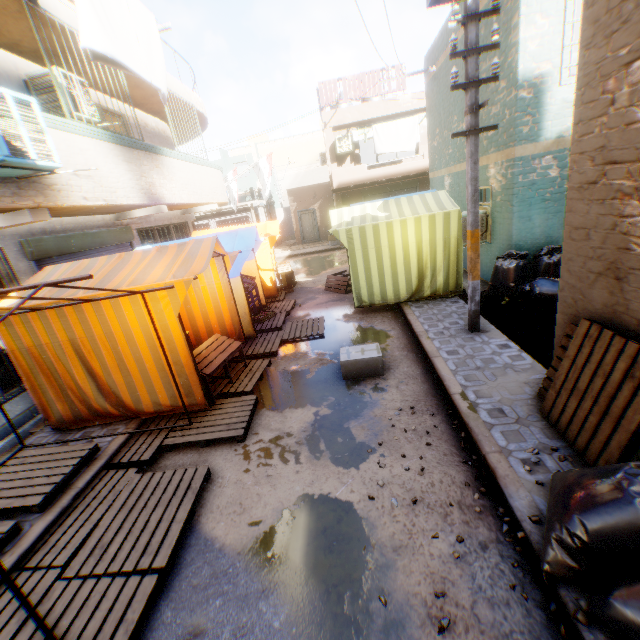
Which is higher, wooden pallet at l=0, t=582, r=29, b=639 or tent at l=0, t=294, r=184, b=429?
tent at l=0, t=294, r=184, b=429

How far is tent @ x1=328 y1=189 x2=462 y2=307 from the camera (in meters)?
7.64

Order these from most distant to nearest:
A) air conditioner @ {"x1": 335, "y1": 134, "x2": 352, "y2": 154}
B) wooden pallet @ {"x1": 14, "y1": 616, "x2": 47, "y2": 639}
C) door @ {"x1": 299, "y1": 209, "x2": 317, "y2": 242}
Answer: door @ {"x1": 299, "y1": 209, "x2": 317, "y2": 242} < air conditioner @ {"x1": 335, "y1": 134, "x2": 352, "y2": 154} < wooden pallet @ {"x1": 14, "y1": 616, "x2": 47, "y2": 639}

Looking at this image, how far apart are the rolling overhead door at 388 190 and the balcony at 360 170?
0.02m

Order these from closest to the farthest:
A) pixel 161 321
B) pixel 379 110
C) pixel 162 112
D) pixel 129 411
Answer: pixel 161 321 < pixel 129 411 < pixel 162 112 < pixel 379 110

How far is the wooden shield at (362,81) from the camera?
16.6 meters

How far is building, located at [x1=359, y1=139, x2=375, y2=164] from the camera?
24.76m

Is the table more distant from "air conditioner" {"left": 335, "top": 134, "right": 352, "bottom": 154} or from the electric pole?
the electric pole
